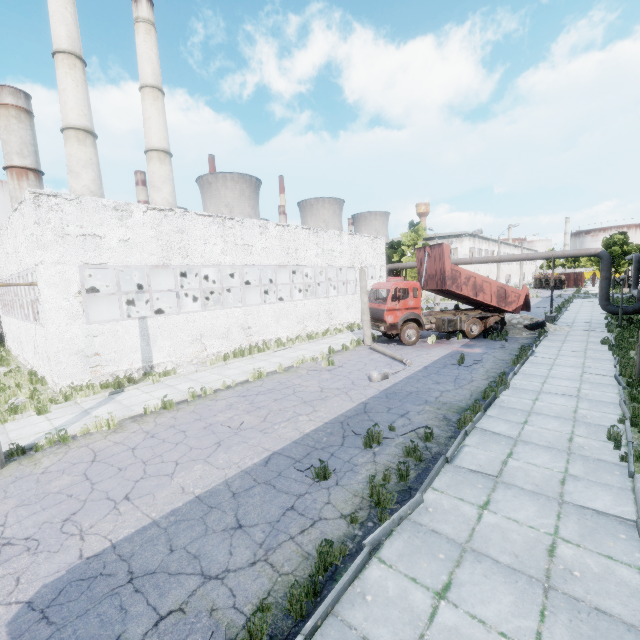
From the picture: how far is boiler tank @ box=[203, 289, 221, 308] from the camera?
28.0m

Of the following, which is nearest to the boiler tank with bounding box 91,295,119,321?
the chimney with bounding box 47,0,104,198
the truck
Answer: the chimney with bounding box 47,0,104,198

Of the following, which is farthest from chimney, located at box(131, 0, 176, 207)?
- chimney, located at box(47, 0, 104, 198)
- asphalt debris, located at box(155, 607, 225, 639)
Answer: asphalt debris, located at box(155, 607, 225, 639)

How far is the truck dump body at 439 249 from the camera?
18.70m

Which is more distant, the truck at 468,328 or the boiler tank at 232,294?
the boiler tank at 232,294

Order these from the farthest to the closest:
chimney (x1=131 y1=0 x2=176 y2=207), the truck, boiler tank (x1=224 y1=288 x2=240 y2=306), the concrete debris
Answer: chimney (x1=131 y1=0 x2=176 y2=207), boiler tank (x1=224 y1=288 x2=240 y2=306), the concrete debris, the truck

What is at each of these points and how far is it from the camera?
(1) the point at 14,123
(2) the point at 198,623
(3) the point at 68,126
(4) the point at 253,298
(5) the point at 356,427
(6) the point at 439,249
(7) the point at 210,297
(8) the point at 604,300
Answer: (1) chimney, 59.1m
(2) asphalt debris, 3.8m
(3) chimney, 27.8m
(4) boiler tank, 27.9m
(5) asphalt debris, 8.7m
(6) truck dump body, 18.8m
(7) boiler tank, 29.1m
(8) pipe, 22.1m

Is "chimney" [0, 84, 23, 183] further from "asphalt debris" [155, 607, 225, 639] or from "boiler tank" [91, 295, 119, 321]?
"asphalt debris" [155, 607, 225, 639]
